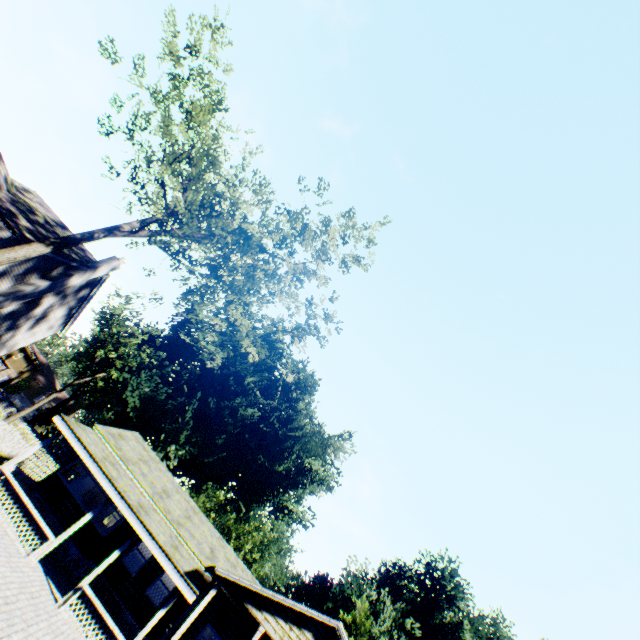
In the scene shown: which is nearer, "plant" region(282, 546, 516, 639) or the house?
the house

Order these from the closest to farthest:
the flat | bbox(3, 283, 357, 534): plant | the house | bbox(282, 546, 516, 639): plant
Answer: the house → the flat → bbox(282, 546, 516, 639): plant → bbox(3, 283, 357, 534): plant

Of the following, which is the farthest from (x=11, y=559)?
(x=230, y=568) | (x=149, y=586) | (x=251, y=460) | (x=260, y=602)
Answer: (x=251, y=460)

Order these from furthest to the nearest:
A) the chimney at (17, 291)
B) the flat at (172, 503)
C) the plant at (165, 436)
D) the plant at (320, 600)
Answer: the plant at (165, 436) < the plant at (320, 600) < the chimney at (17, 291) < the flat at (172, 503)

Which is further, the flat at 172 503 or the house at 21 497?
the flat at 172 503

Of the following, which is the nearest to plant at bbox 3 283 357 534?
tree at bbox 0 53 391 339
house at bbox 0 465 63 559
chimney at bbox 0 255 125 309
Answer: tree at bbox 0 53 391 339

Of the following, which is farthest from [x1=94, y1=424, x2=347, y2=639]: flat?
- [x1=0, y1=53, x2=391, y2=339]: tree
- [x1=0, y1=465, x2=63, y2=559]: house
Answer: [x1=0, y1=53, x2=391, y2=339]: tree

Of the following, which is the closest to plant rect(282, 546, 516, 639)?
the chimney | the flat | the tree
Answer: the tree
